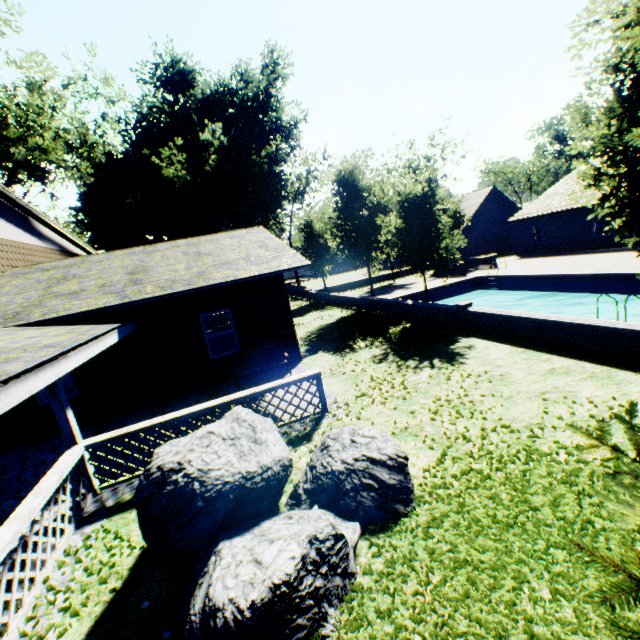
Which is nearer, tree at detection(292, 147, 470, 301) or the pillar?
the pillar

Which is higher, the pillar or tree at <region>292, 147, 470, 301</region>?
tree at <region>292, 147, 470, 301</region>

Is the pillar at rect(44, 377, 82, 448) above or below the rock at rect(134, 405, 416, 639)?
above

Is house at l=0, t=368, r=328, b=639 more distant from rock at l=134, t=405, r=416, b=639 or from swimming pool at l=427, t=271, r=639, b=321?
swimming pool at l=427, t=271, r=639, b=321

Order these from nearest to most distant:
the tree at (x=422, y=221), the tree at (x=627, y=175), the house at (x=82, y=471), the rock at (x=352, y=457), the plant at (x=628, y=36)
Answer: the plant at (x=628, y=36) < the rock at (x=352, y=457) < the house at (x=82, y=471) < the tree at (x=627, y=175) < the tree at (x=422, y=221)

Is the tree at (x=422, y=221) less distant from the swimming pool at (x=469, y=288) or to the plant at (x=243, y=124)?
the swimming pool at (x=469, y=288)

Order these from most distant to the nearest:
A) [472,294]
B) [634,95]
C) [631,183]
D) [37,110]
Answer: [37,110] → [472,294] → [631,183] → [634,95]

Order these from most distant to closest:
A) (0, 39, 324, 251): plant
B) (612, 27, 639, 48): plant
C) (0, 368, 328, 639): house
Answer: (0, 39, 324, 251): plant < (0, 368, 328, 639): house < (612, 27, 639, 48): plant
